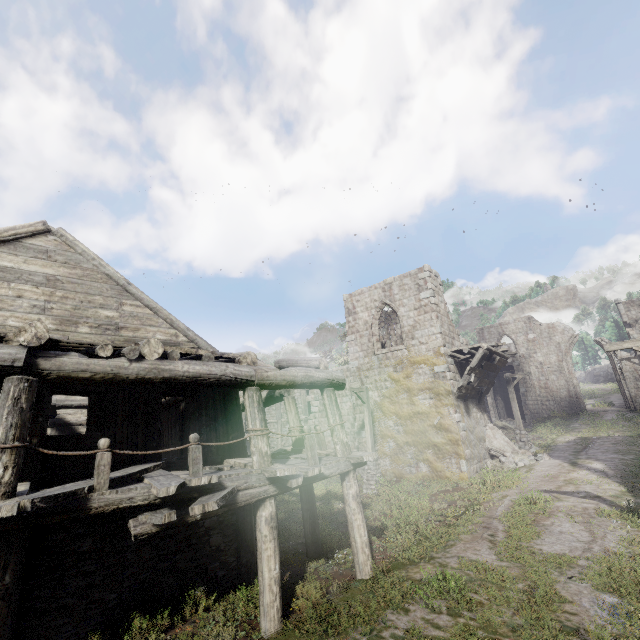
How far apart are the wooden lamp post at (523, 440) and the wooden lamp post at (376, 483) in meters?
9.5 m

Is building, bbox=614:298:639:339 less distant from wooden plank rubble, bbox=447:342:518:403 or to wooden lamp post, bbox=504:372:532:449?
wooden plank rubble, bbox=447:342:518:403

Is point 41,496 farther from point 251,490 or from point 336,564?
point 336,564

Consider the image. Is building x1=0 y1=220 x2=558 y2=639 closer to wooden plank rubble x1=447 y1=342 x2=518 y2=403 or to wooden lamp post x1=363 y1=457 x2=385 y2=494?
wooden plank rubble x1=447 y1=342 x2=518 y2=403

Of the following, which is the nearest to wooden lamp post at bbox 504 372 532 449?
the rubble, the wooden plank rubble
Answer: the rubble

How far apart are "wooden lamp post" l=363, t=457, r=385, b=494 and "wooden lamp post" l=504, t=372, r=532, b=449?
9.5 meters

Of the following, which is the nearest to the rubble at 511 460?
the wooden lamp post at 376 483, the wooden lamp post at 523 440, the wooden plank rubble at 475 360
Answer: the wooden lamp post at 523 440

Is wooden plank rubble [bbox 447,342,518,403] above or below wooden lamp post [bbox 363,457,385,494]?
above
